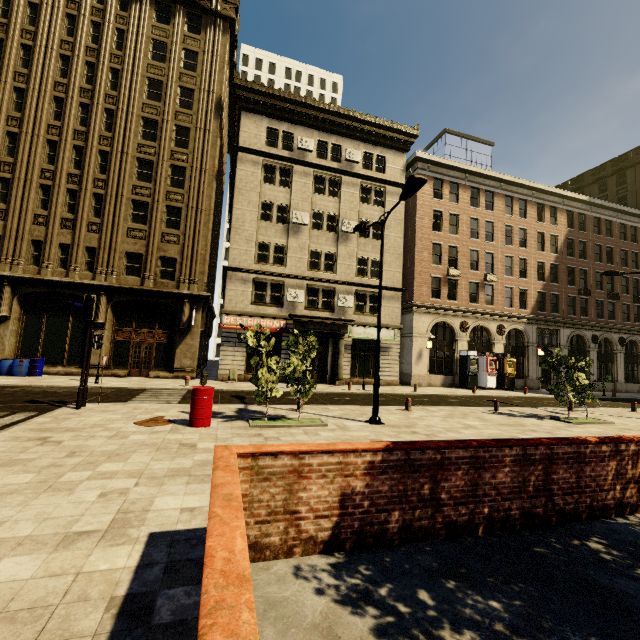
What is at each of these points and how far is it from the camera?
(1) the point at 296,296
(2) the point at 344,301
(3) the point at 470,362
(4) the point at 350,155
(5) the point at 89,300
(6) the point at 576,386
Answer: (1) air conditioner, 23.70m
(2) air conditioner, 24.78m
(3) atm, 26.95m
(4) air conditioner, 25.92m
(5) traffic light, 10.95m
(6) tree, 14.52m

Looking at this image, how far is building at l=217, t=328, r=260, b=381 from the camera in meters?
22.2

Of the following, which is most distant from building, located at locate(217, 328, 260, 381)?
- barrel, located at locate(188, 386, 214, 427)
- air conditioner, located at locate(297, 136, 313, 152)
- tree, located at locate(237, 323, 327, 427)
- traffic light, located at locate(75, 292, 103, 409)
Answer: barrel, located at locate(188, 386, 214, 427)

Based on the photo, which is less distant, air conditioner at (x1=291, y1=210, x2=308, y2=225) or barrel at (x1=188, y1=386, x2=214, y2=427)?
barrel at (x1=188, y1=386, x2=214, y2=427)

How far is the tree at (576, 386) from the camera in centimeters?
1395cm

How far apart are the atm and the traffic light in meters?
27.5 m

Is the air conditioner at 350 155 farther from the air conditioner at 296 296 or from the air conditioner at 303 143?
the air conditioner at 296 296

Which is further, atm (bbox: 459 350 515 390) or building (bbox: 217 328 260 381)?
atm (bbox: 459 350 515 390)
